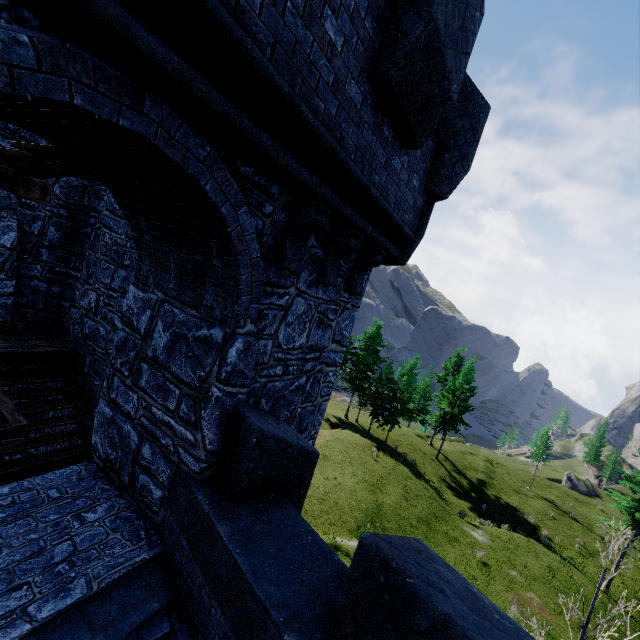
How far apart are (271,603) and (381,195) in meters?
4.6
